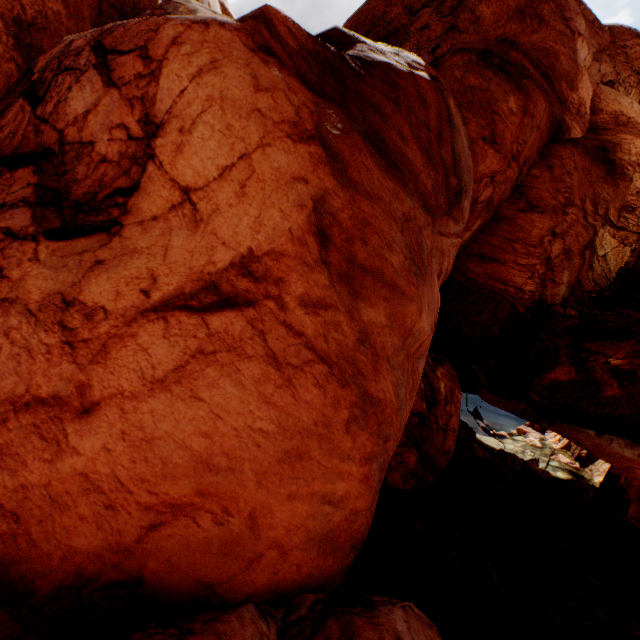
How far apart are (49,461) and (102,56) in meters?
9.1 m
